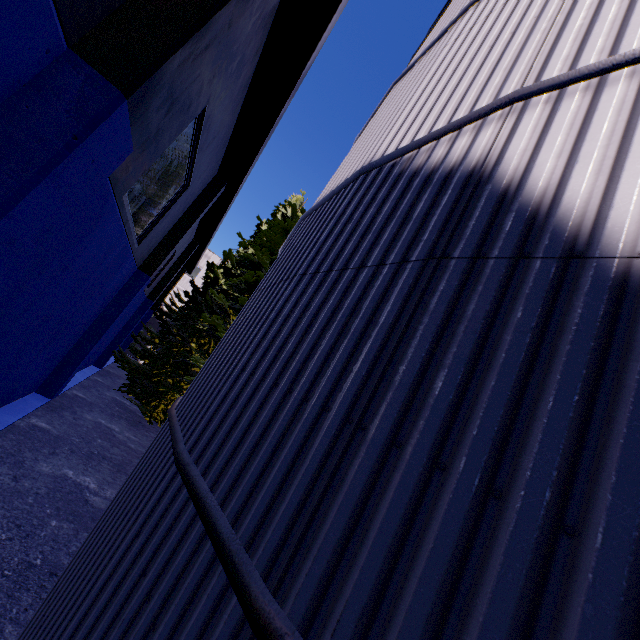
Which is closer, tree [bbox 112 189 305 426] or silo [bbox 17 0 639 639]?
silo [bbox 17 0 639 639]

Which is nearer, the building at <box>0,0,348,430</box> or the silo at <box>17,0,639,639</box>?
the silo at <box>17,0,639,639</box>

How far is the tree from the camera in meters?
13.9 m

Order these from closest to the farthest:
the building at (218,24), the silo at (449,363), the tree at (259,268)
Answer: the silo at (449,363)
the building at (218,24)
the tree at (259,268)

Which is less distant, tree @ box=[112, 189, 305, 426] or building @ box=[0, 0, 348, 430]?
building @ box=[0, 0, 348, 430]

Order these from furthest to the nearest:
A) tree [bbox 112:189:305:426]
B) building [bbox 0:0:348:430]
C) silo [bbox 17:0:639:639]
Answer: tree [bbox 112:189:305:426] → building [bbox 0:0:348:430] → silo [bbox 17:0:639:639]

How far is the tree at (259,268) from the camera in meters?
13.9 m

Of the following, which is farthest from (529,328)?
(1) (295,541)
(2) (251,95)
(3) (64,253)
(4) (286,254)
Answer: (2) (251,95)
